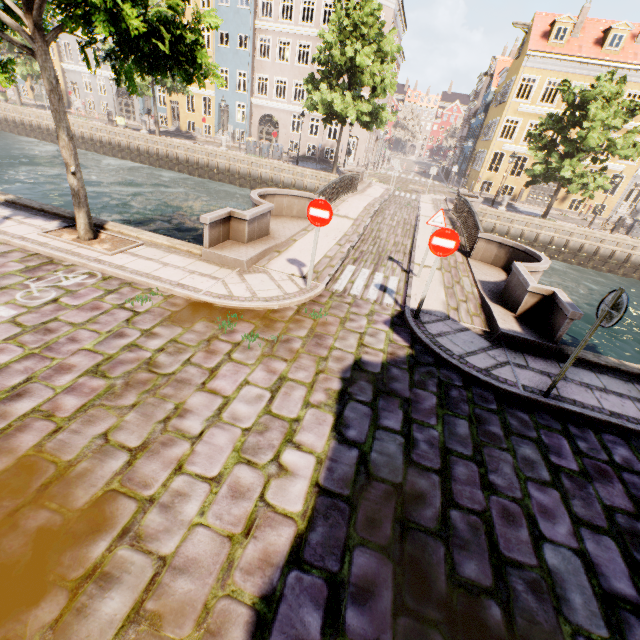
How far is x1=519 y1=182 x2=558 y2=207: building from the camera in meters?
29.8 m

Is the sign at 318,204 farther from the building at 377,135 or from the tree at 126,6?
the building at 377,135

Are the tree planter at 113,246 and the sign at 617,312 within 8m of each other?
no

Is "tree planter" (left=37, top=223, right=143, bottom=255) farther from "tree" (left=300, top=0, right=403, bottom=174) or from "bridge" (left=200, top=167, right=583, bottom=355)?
"bridge" (left=200, top=167, right=583, bottom=355)

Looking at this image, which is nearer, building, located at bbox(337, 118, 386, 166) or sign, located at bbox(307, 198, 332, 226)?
sign, located at bbox(307, 198, 332, 226)

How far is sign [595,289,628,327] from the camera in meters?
4.1

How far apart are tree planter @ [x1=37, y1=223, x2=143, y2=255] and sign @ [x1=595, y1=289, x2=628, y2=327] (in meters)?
8.97

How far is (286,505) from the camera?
3.21m
